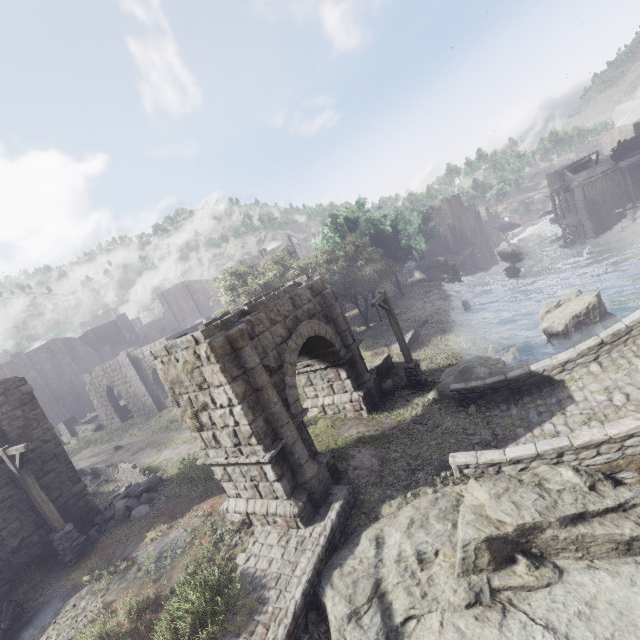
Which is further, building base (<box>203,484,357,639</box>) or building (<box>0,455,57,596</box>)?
building (<box>0,455,57,596</box>)

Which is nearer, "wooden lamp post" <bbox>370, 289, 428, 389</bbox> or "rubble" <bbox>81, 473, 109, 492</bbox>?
"wooden lamp post" <bbox>370, 289, 428, 389</bbox>

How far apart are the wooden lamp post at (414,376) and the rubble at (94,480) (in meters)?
17.22

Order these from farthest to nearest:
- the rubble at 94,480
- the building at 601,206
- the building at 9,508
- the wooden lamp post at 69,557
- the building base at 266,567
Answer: the building at 601,206 → the rubble at 94,480 → the building at 9,508 → the wooden lamp post at 69,557 → the building base at 266,567

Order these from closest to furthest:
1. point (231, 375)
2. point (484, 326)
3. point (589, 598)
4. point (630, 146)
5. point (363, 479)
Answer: point (589, 598)
point (231, 375)
point (363, 479)
point (484, 326)
point (630, 146)

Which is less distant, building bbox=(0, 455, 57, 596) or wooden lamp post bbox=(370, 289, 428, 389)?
building bbox=(0, 455, 57, 596)

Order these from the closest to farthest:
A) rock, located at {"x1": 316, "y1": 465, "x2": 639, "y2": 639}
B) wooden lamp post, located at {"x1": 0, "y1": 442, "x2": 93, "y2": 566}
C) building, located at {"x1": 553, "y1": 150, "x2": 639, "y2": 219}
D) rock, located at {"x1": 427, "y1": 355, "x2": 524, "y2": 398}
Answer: rock, located at {"x1": 316, "y1": 465, "x2": 639, "y2": 639} → wooden lamp post, located at {"x1": 0, "y1": 442, "x2": 93, "y2": 566} → rock, located at {"x1": 427, "y1": 355, "x2": 524, "y2": 398} → building, located at {"x1": 553, "y1": 150, "x2": 639, "y2": 219}

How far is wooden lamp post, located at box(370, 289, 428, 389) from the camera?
13.9m
